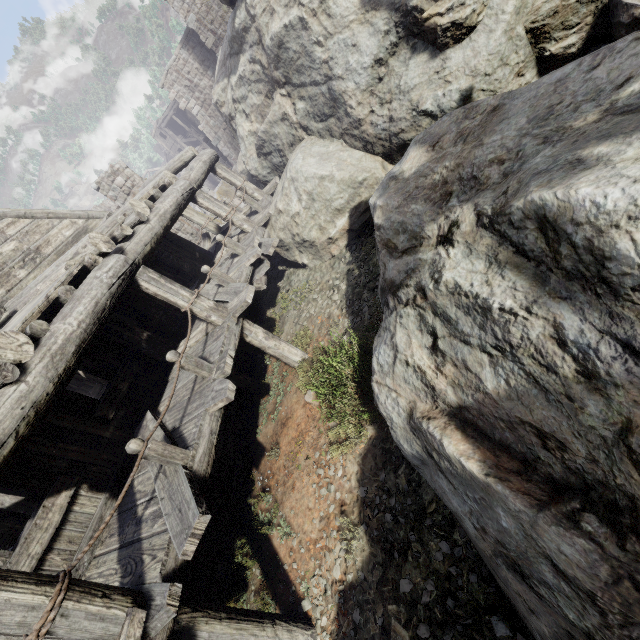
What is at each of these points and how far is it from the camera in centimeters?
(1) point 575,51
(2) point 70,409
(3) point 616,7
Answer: (1) rock, 539cm
(2) building, 582cm
(3) rubble, 475cm

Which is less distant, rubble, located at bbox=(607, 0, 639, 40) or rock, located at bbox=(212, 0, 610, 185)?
rubble, located at bbox=(607, 0, 639, 40)

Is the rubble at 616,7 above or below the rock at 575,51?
below

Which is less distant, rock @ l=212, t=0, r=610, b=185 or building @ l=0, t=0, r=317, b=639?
building @ l=0, t=0, r=317, b=639

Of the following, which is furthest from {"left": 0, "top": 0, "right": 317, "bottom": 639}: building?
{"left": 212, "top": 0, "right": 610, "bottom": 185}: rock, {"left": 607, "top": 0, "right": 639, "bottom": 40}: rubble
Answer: {"left": 607, "top": 0, "right": 639, "bottom": 40}: rubble

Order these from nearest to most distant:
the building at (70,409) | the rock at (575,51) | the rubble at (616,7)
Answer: the building at (70,409) → the rubble at (616,7) → the rock at (575,51)

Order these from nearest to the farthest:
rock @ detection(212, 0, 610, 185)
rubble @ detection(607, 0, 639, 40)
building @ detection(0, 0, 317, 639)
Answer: building @ detection(0, 0, 317, 639), rubble @ detection(607, 0, 639, 40), rock @ detection(212, 0, 610, 185)
